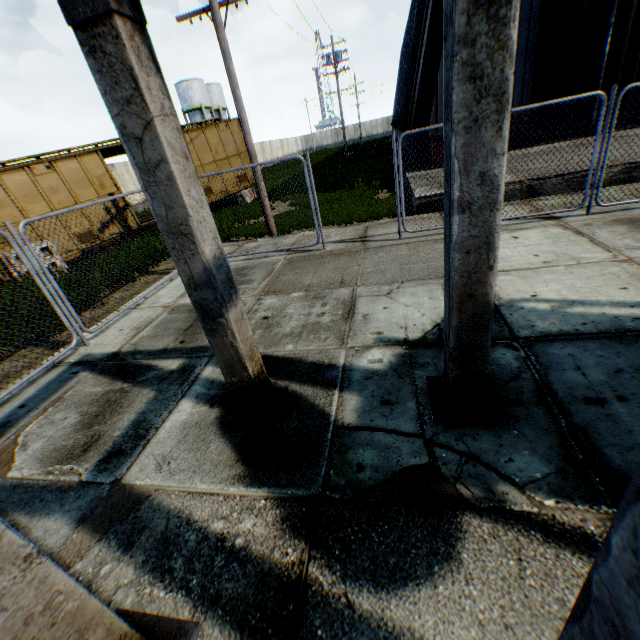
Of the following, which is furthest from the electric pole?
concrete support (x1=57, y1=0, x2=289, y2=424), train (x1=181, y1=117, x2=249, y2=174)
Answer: concrete support (x1=57, y1=0, x2=289, y2=424)

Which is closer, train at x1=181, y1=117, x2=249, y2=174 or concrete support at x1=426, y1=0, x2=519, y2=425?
concrete support at x1=426, y1=0, x2=519, y2=425

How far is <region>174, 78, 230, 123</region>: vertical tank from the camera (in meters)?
44.12

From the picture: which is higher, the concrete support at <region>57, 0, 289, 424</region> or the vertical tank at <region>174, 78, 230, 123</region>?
the vertical tank at <region>174, 78, 230, 123</region>

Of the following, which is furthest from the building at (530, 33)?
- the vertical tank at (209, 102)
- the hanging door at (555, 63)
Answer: the vertical tank at (209, 102)

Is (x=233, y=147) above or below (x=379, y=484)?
above

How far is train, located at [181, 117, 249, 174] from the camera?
15.7m

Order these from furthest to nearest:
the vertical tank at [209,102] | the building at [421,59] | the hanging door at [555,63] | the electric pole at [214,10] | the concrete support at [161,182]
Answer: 1. the vertical tank at [209,102]
2. the building at [421,59]
3. the hanging door at [555,63]
4. the electric pole at [214,10]
5. the concrete support at [161,182]
